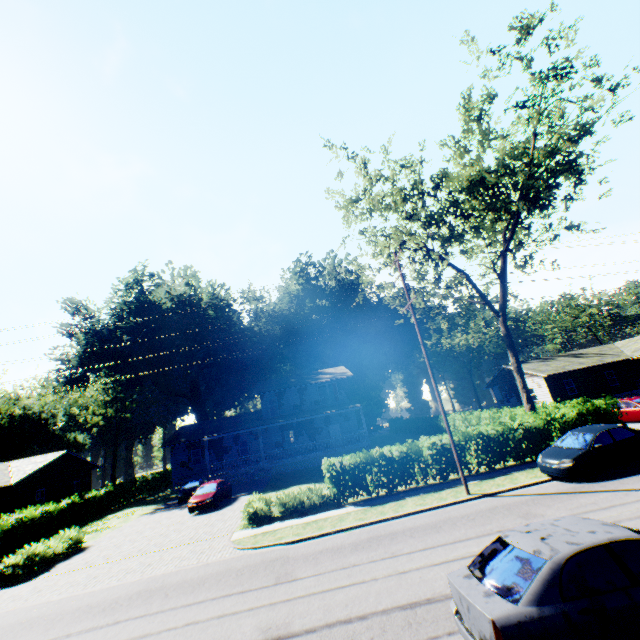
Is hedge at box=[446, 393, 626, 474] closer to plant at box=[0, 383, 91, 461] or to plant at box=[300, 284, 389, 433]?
plant at box=[0, 383, 91, 461]

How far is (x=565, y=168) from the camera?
18.5 meters

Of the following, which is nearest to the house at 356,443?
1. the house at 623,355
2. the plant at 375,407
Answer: the plant at 375,407

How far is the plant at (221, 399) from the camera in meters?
45.6

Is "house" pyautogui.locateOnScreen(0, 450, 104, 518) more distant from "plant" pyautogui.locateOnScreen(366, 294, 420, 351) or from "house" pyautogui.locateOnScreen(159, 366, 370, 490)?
"plant" pyautogui.locateOnScreen(366, 294, 420, 351)

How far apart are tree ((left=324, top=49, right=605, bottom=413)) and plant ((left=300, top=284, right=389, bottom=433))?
32.1m

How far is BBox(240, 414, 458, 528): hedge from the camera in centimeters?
1605cm

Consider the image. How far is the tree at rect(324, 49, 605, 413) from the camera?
16.8m
